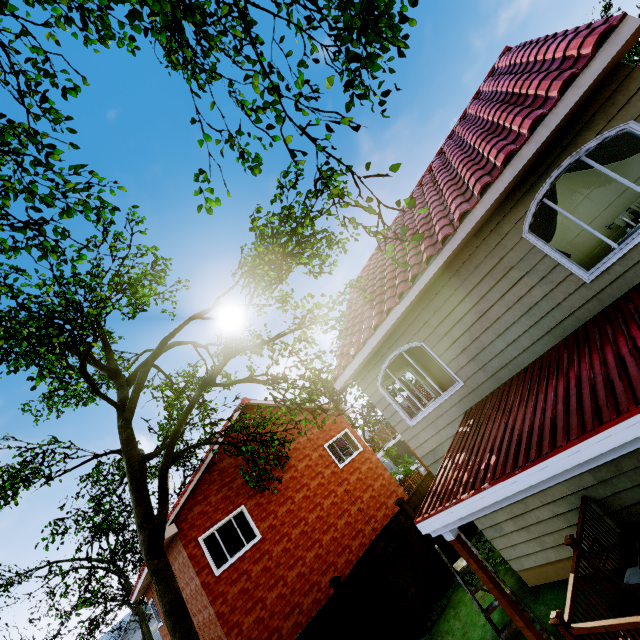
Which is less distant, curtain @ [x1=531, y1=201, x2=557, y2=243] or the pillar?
the pillar

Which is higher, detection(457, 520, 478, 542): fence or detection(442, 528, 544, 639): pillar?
detection(442, 528, 544, 639): pillar

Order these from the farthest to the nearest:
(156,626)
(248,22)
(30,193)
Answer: (156,626) < (248,22) < (30,193)

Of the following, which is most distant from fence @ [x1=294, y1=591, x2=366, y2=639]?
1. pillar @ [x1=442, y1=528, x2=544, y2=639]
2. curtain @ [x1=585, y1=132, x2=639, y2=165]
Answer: curtain @ [x1=585, y1=132, x2=639, y2=165]

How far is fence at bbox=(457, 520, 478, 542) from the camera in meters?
10.9 m

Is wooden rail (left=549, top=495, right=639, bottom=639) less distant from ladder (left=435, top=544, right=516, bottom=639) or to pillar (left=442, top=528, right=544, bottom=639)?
pillar (left=442, top=528, right=544, bottom=639)

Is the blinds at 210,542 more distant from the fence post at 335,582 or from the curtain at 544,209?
the curtain at 544,209

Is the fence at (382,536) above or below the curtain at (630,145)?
below
